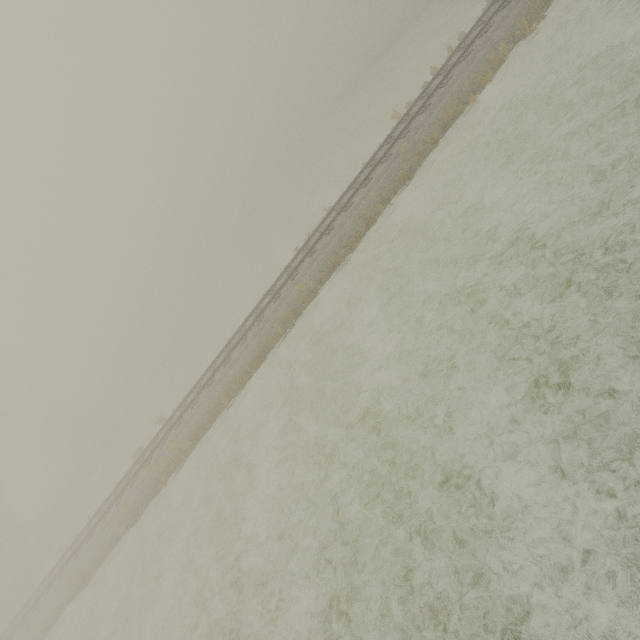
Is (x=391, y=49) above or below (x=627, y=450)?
above
